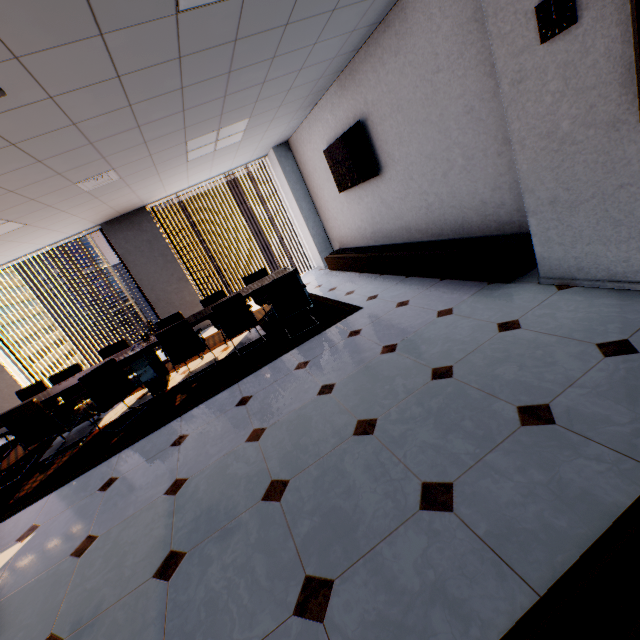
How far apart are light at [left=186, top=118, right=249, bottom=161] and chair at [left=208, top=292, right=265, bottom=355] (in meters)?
2.18

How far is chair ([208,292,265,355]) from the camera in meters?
4.6 m

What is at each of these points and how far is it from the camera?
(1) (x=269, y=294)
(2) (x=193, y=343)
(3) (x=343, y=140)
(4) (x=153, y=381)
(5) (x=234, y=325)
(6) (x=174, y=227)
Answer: (1) chair, 4.4m
(2) chair, 4.8m
(3) tv, 5.3m
(4) table, 4.8m
(5) chair, 4.8m
(6) building, 57.5m

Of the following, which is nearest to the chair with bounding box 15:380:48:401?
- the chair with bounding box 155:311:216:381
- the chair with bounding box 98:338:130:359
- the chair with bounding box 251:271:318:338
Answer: the chair with bounding box 98:338:130:359

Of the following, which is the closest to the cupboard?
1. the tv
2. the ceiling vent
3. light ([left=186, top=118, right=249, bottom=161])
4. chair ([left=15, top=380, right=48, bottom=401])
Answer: the tv

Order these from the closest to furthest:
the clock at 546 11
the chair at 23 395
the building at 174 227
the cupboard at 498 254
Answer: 1. the clock at 546 11
2. the cupboard at 498 254
3. the chair at 23 395
4. the building at 174 227

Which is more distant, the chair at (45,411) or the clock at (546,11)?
the chair at (45,411)

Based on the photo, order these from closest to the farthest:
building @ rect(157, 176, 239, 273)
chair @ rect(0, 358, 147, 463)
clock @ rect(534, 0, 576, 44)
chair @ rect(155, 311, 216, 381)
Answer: clock @ rect(534, 0, 576, 44)
chair @ rect(0, 358, 147, 463)
chair @ rect(155, 311, 216, 381)
building @ rect(157, 176, 239, 273)
